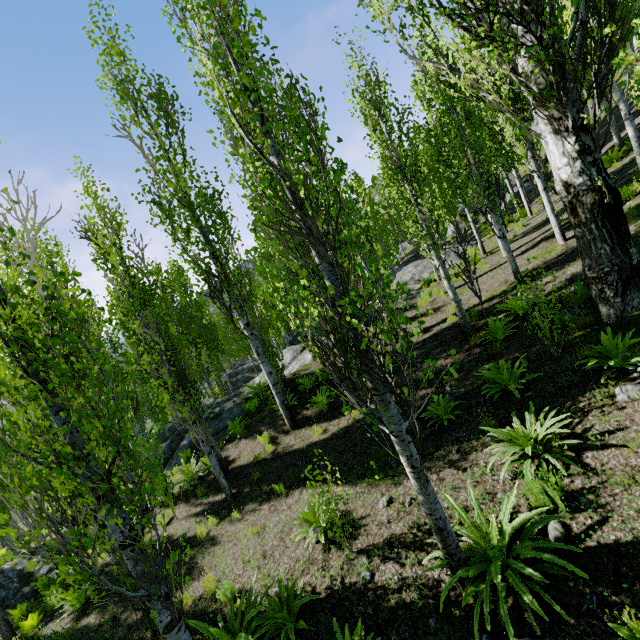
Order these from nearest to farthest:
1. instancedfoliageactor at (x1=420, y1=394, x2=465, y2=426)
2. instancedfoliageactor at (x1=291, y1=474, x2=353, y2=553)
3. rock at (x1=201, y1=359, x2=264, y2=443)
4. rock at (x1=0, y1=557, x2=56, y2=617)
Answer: instancedfoliageactor at (x1=291, y1=474, x2=353, y2=553)
instancedfoliageactor at (x1=420, y1=394, x2=465, y2=426)
rock at (x1=0, y1=557, x2=56, y2=617)
rock at (x1=201, y1=359, x2=264, y2=443)

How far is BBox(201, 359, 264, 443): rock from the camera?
13.85m

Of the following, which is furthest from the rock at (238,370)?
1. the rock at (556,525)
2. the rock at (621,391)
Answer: the rock at (556,525)

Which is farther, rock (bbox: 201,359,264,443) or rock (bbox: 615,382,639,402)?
rock (bbox: 201,359,264,443)

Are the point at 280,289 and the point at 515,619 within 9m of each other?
yes

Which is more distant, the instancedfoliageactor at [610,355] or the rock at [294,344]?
the rock at [294,344]

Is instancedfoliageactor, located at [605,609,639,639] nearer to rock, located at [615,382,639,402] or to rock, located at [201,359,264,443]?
rock, located at [201,359,264,443]
